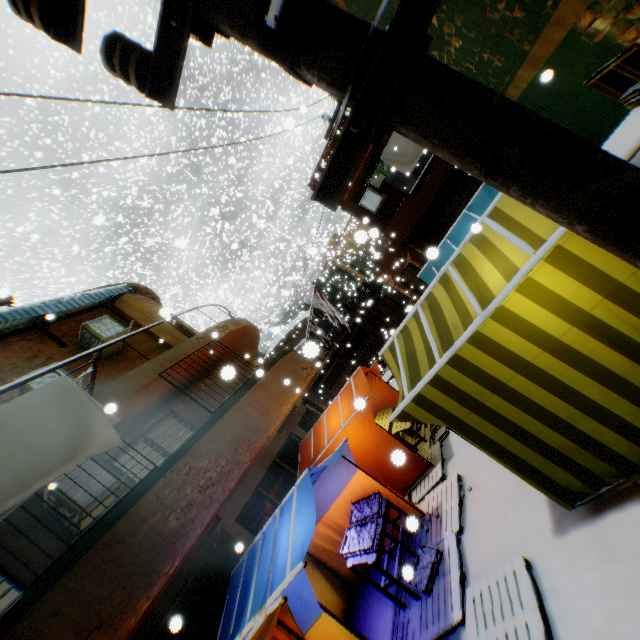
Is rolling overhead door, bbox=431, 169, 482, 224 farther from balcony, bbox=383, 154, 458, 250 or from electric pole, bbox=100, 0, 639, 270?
electric pole, bbox=100, 0, 639, 270

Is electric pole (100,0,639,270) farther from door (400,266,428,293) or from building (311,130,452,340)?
door (400,266,428,293)

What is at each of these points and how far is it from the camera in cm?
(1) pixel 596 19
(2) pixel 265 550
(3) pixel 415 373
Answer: (1) building, 266
(2) tent, 527
(3) tent, 403

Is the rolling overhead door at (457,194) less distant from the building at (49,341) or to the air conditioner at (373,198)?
the building at (49,341)

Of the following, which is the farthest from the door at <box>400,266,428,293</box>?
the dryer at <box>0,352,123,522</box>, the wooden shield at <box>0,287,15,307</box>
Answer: the wooden shield at <box>0,287,15,307</box>

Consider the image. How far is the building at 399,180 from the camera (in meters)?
20.23

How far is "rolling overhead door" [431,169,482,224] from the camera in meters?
13.9

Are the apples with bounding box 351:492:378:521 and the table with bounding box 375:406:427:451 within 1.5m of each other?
no
